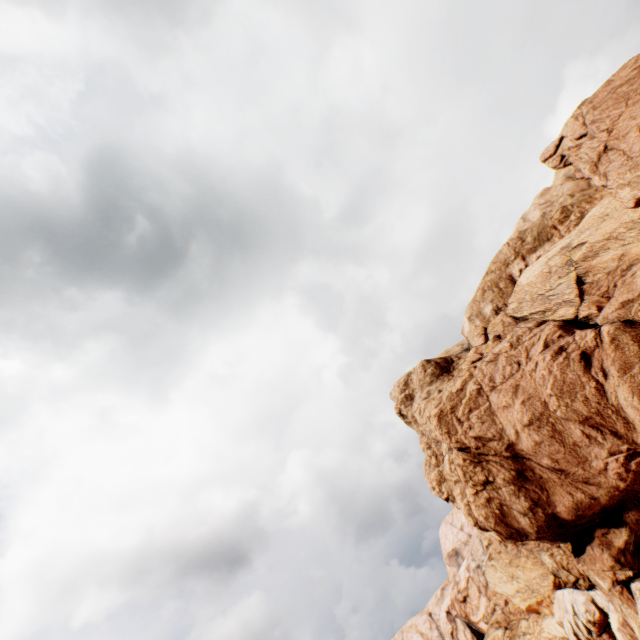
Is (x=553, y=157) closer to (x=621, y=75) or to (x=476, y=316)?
(x=621, y=75)
